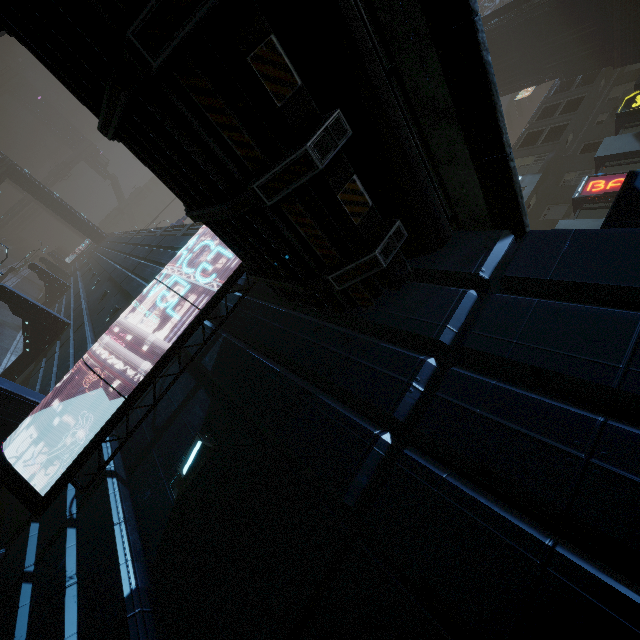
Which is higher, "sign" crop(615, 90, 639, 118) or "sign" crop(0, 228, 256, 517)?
"sign" crop(615, 90, 639, 118)

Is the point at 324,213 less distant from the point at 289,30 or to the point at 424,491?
the point at 289,30

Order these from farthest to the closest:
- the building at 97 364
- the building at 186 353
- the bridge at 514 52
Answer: the bridge at 514 52 < the building at 97 364 < the building at 186 353

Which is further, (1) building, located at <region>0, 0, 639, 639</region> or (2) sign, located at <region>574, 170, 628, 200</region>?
(2) sign, located at <region>574, 170, 628, 200</region>

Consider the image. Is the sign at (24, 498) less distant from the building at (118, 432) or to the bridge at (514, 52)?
the building at (118, 432)

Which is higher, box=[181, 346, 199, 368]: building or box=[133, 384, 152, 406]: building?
box=[181, 346, 199, 368]: building

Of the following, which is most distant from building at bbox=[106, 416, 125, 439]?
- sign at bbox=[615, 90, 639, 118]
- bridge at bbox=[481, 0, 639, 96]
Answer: bridge at bbox=[481, 0, 639, 96]

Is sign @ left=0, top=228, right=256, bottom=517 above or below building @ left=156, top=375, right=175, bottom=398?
below
